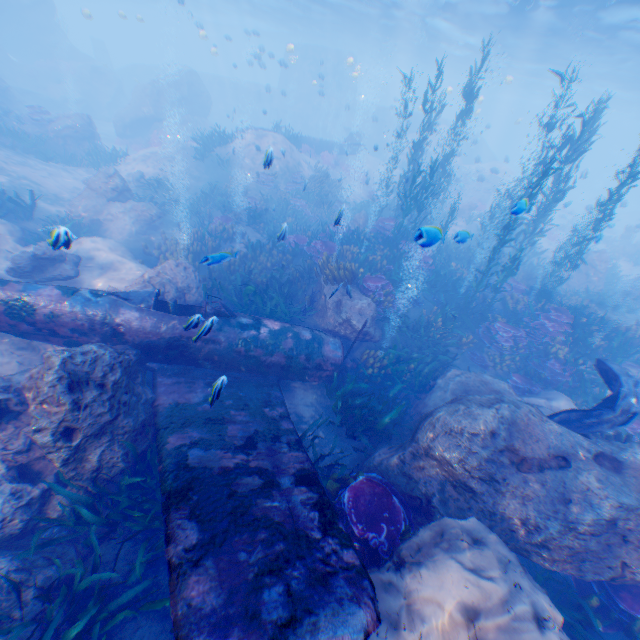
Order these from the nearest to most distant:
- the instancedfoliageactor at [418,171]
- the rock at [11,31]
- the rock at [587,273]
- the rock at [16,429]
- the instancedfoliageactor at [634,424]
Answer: the rock at [16,429], the instancedfoliageactor at [634,424], the instancedfoliageactor at [418,171], the rock at [587,273], the rock at [11,31]

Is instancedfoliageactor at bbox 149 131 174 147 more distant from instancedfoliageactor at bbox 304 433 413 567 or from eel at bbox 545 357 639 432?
eel at bbox 545 357 639 432

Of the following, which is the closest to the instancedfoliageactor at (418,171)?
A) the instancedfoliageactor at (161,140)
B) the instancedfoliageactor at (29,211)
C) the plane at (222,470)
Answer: the plane at (222,470)

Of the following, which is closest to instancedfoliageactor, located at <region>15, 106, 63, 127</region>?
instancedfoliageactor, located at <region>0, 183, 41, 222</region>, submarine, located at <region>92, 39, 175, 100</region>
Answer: submarine, located at <region>92, 39, 175, 100</region>

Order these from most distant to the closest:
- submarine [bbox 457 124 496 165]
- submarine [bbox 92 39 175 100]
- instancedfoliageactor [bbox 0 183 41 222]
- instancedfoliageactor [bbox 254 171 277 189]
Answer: submarine [bbox 92 39 175 100]
submarine [bbox 457 124 496 165]
instancedfoliageactor [bbox 254 171 277 189]
instancedfoliageactor [bbox 0 183 41 222]

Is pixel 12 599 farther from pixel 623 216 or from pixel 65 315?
pixel 623 216

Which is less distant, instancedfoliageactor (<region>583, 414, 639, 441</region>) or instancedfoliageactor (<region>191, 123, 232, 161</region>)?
instancedfoliageactor (<region>583, 414, 639, 441</region>)

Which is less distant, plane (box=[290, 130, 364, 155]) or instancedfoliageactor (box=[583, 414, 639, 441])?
instancedfoliageactor (box=[583, 414, 639, 441])
